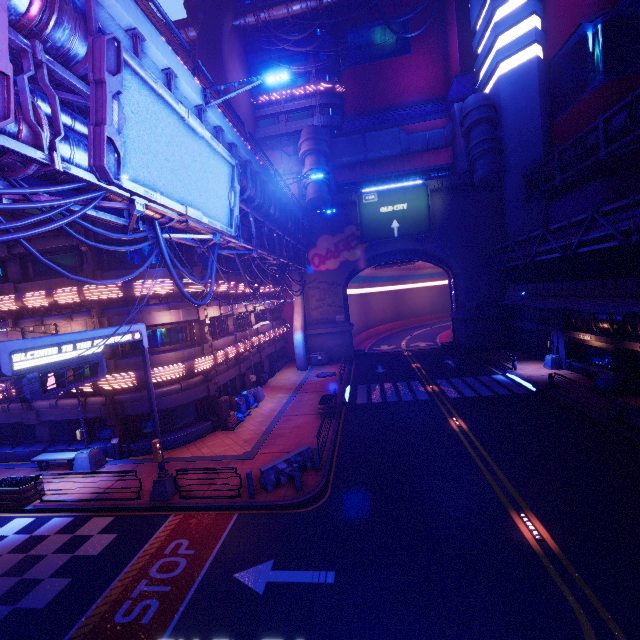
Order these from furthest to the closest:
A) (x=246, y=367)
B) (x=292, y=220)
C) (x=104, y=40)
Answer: (x=292, y=220) → (x=246, y=367) → (x=104, y=40)

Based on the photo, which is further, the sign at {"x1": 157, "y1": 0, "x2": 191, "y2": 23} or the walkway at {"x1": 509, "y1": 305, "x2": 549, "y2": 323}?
the sign at {"x1": 157, "y1": 0, "x2": 191, "y2": 23}

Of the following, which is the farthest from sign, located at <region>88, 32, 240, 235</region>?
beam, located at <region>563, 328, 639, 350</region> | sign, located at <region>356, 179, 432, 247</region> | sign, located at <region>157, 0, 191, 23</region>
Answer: sign, located at <region>157, 0, 191, 23</region>

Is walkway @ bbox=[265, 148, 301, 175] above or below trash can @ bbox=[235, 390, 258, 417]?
above

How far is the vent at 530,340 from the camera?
27.6m

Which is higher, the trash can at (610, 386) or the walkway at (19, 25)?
the walkway at (19, 25)

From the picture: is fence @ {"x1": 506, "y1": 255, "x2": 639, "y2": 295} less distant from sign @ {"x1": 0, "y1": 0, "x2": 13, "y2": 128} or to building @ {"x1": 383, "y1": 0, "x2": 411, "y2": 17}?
building @ {"x1": 383, "y1": 0, "x2": 411, "y2": 17}

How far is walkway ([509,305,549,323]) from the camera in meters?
26.9 m
